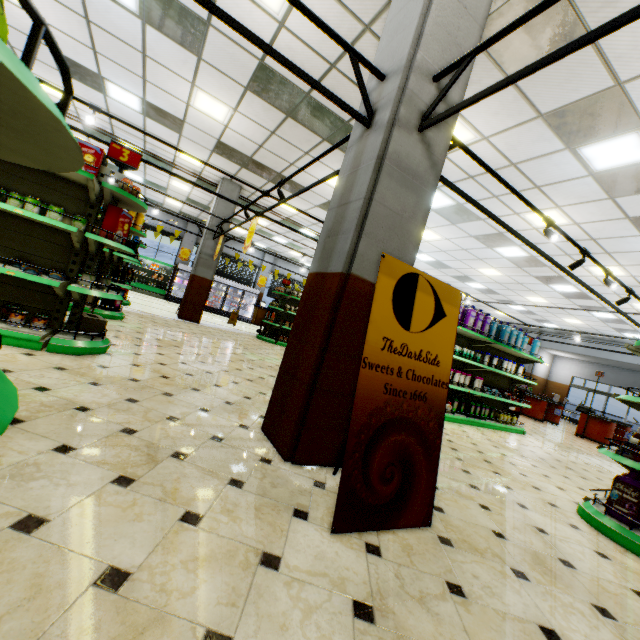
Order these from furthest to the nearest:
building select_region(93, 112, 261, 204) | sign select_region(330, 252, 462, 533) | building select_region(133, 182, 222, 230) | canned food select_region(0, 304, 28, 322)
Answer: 1. building select_region(133, 182, 222, 230)
2. building select_region(93, 112, 261, 204)
3. canned food select_region(0, 304, 28, 322)
4. sign select_region(330, 252, 462, 533)

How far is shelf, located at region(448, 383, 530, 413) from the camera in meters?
6.9 m

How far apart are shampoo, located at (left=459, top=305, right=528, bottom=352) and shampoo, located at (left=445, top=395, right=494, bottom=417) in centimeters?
157cm

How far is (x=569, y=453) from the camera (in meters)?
7.30

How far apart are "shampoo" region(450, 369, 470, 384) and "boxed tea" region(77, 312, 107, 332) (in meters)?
5.86

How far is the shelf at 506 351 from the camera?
6.8 meters

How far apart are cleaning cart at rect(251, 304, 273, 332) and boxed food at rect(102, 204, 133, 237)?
9.7 meters

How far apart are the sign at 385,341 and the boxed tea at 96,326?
3.47m
